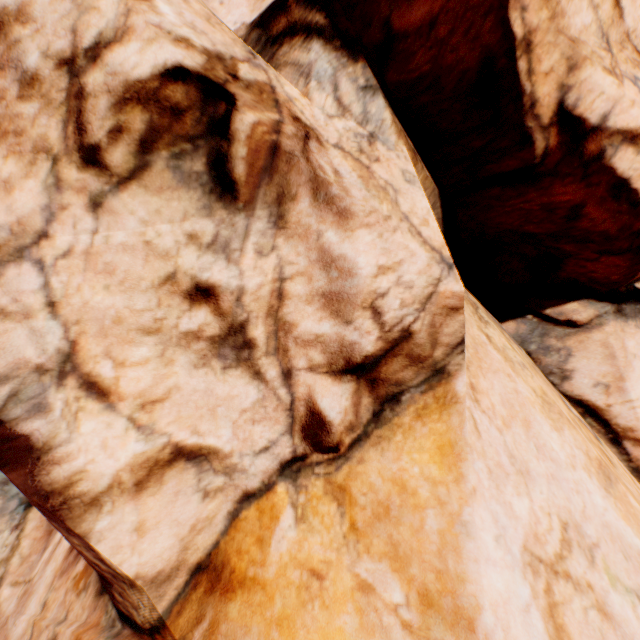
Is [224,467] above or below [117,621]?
above
